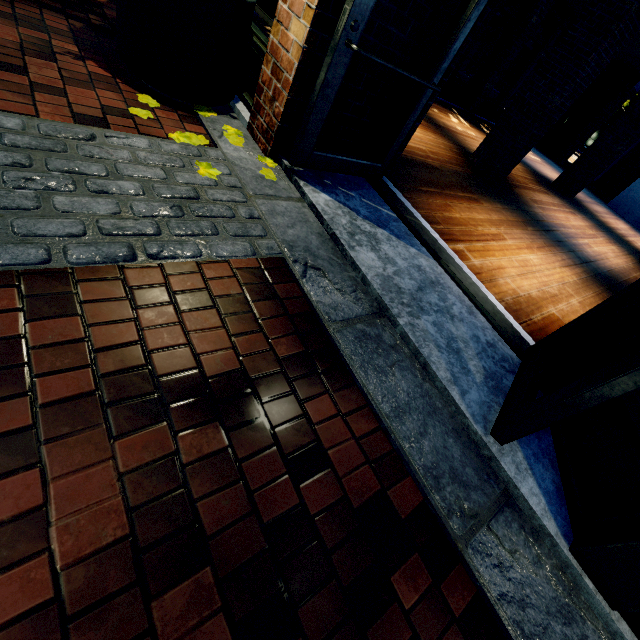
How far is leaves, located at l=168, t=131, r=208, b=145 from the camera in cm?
247

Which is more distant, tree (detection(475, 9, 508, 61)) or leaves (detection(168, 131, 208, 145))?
tree (detection(475, 9, 508, 61))

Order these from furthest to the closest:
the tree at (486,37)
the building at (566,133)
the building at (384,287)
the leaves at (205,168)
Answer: the tree at (486,37) < the building at (566,133) < the leaves at (205,168) < the building at (384,287)

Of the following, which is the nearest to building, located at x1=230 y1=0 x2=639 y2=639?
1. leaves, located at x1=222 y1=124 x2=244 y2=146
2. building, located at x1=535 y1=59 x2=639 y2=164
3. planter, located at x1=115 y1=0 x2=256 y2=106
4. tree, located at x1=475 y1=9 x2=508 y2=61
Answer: tree, located at x1=475 y1=9 x2=508 y2=61

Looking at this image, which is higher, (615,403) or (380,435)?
(615,403)

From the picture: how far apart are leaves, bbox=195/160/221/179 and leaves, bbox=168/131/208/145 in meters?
0.3

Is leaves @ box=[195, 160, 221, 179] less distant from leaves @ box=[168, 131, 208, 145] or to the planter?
leaves @ box=[168, 131, 208, 145]

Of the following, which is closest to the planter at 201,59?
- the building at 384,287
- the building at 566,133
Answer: the building at 566,133
